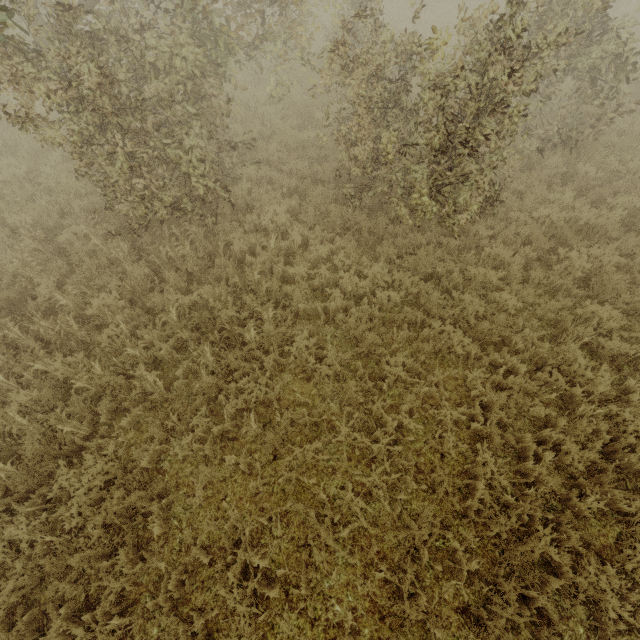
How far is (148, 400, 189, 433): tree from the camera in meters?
4.5 m

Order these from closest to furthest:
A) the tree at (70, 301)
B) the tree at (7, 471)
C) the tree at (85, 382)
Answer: the tree at (7, 471)
the tree at (85, 382)
the tree at (70, 301)

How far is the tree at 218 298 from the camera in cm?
513

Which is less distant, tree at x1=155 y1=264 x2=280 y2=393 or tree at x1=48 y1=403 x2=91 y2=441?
tree at x1=48 y1=403 x2=91 y2=441

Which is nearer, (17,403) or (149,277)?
(17,403)
